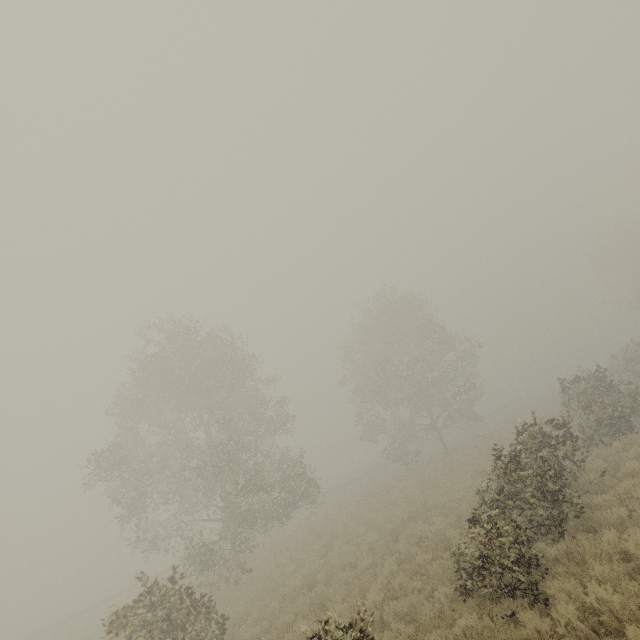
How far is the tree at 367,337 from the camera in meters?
30.6 m

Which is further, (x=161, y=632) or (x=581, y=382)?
(x=581, y=382)

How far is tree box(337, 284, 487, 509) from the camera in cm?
3064

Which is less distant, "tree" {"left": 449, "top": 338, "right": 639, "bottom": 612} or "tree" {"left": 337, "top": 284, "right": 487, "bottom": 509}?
"tree" {"left": 449, "top": 338, "right": 639, "bottom": 612}

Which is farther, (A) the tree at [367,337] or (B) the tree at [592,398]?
(A) the tree at [367,337]

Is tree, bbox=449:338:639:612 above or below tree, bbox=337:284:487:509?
below
